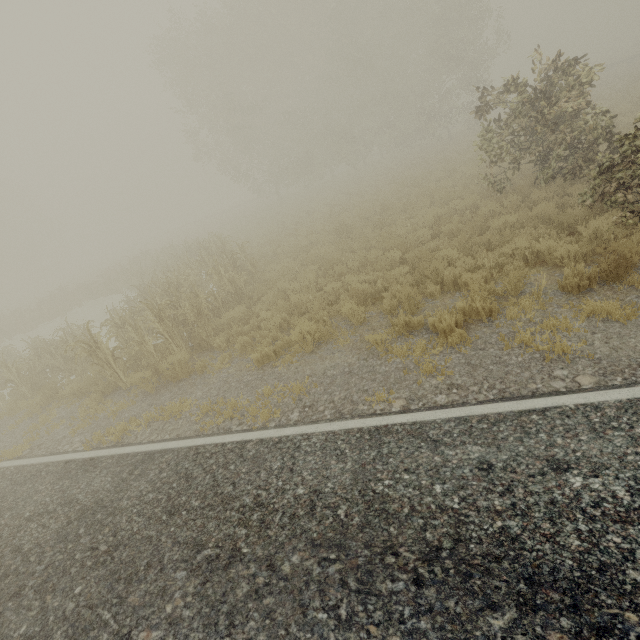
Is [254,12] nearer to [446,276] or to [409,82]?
[409,82]

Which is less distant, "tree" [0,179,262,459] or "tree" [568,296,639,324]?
"tree" [568,296,639,324]

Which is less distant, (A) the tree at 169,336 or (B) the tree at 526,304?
(B) the tree at 526,304

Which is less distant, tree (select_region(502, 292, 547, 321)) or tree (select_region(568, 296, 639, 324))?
tree (select_region(568, 296, 639, 324))

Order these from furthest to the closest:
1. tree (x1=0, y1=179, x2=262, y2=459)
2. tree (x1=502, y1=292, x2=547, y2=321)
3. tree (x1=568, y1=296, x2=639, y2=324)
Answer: tree (x1=0, y1=179, x2=262, y2=459) < tree (x1=502, y1=292, x2=547, y2=321) < tree (x1=568, y1=296, x2=639, y2=324)

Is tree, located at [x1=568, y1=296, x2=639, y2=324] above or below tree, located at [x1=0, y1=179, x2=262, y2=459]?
below

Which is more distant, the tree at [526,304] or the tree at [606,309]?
the tree at [526,304]
